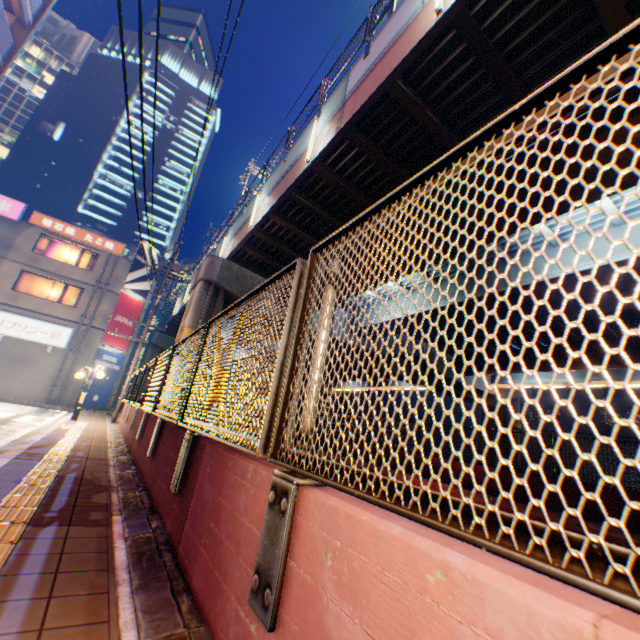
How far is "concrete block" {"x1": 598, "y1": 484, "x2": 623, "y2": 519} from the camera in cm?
820

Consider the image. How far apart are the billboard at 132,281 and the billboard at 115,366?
4.83m

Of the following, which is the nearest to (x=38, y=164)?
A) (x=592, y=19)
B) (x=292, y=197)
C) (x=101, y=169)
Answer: (x=101, y=169)

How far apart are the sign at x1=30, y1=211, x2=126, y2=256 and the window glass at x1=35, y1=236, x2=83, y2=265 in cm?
56

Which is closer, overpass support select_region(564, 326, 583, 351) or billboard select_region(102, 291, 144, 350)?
overpass support select_region(564, 326, 583, 351)

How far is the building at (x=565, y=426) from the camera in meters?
36.3 m

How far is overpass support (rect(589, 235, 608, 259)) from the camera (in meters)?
10.52
